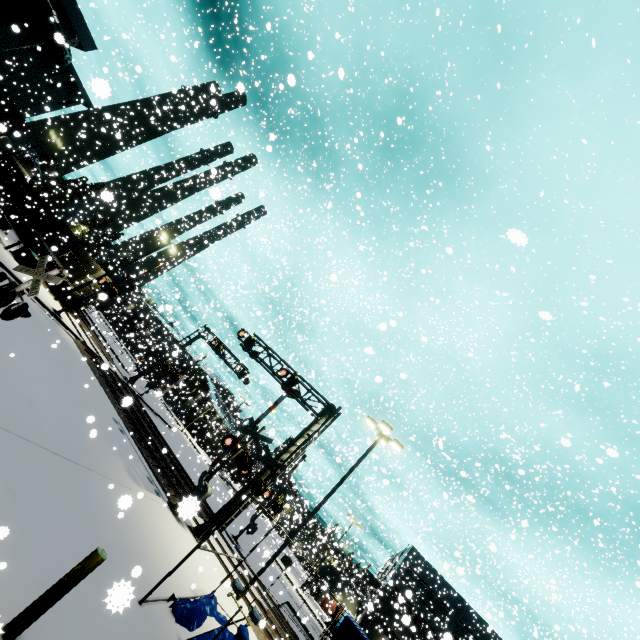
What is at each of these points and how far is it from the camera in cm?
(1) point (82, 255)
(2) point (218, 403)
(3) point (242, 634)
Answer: (1) cargo container, 2956
(2) building, 5981
(3) tarp, 1012

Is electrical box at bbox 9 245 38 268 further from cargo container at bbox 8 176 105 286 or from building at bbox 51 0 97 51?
cargo container at bbox 8 176 105 286

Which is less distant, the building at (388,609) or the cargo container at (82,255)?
the cargo container at (82,255)

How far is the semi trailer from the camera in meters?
47.2

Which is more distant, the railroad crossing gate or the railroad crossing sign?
the railroad crossing gate

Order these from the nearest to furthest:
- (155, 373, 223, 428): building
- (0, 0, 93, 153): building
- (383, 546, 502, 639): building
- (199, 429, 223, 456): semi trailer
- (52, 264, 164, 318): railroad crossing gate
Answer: (0, 0, 93, 153): building → (52, 264, 164, 318): railroad crossing gate → (155, 373, 223, 428): building → (383, 546, 502, 639): building → (199, 429, 223, 456): semi trailer

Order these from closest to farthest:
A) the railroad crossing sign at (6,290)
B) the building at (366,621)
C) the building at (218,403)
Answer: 1. the railroad crossing sign at (6,290)
2. the building at (218,403)
3. the building at (366,621)

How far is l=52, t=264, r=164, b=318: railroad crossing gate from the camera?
21.89m
